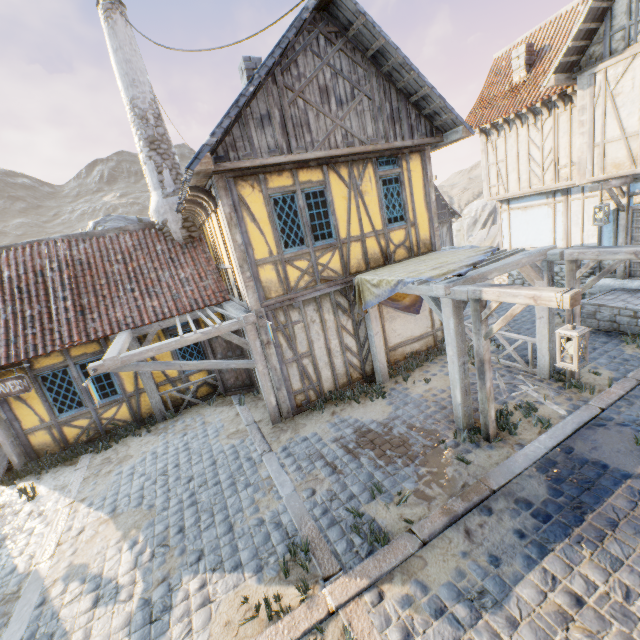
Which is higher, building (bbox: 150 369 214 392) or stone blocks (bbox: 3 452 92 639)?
building (bbox: 150 369 214 392)

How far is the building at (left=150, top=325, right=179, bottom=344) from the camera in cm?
937

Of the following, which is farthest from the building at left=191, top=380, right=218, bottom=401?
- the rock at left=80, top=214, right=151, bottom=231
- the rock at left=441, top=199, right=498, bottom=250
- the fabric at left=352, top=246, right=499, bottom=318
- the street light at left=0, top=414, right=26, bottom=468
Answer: the rock at left=80, top=214, right=151, bottom=231

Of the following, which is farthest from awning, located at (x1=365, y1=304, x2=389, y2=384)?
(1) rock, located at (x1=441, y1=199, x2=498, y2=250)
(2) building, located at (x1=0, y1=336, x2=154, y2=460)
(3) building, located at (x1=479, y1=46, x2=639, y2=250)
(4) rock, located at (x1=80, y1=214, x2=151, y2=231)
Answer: (4) rock, located at (x1=80, y1=214, x2=151, y2=231)

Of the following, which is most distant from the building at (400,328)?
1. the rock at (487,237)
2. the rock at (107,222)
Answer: the rock at (107,222)

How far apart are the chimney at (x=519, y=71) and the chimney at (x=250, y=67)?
10.4m

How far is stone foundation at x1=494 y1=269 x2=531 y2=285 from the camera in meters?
14.4 m

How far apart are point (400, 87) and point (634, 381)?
8.35m
